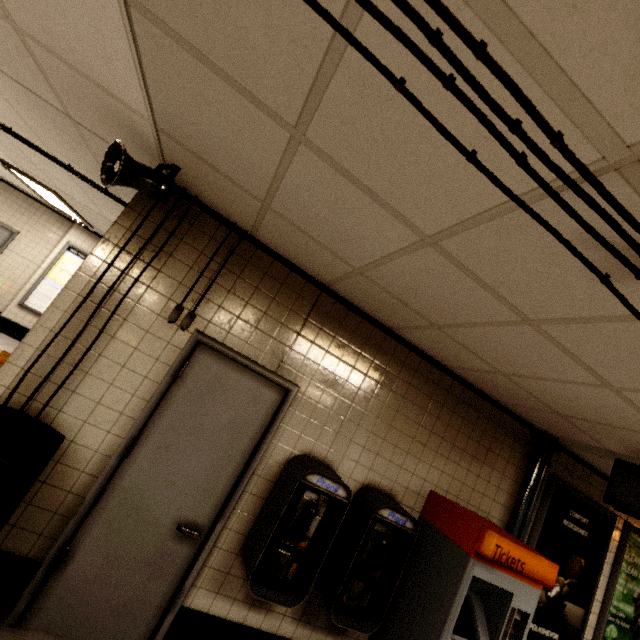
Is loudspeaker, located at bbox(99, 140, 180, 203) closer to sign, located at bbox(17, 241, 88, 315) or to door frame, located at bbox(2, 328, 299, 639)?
door frame, located at bbox(2, 328, 299, 639)

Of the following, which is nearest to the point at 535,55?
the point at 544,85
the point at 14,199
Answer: the point at 544,85

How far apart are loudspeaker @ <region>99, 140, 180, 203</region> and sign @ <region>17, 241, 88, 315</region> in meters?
6.7 m

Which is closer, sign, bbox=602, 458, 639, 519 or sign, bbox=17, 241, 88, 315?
sign, bbox=602, 458, 639, 519

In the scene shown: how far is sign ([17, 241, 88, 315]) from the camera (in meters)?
7.28

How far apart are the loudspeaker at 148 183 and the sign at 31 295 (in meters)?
6.73

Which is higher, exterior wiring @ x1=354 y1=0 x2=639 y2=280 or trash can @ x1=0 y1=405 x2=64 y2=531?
exterior wiring @ x1=354 y1=0 x2=639 y2=280

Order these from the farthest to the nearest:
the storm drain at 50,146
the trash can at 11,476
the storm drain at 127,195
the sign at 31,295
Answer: the sign at 31,295
the storm drain at 127,195
the storm drain at 50,146
the trash can at 11,476
